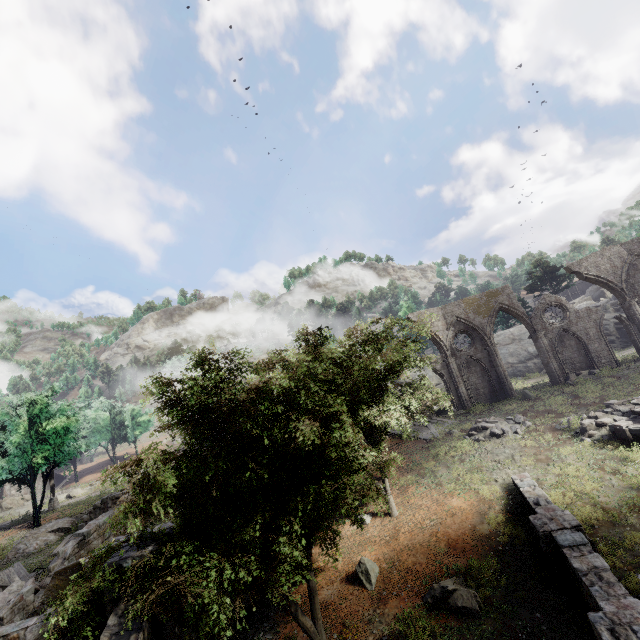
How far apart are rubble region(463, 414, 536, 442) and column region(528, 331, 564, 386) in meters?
8.8

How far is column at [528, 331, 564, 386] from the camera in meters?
27.6

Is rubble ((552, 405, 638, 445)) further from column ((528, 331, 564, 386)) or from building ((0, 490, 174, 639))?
building ((0, 490, 174, 639))

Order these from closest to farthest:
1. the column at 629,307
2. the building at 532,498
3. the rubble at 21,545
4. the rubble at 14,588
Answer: the building at 532,498, the rubble at 14,588, the rubble at 21,545, the column at 629,307

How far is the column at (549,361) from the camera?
27.6 meters

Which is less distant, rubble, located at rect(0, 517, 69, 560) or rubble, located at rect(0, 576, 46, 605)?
rubble, located at rect(0, 576, 46, 605)

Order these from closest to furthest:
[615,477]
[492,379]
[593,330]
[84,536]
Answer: [615,477], [84,536], [593,330], [492,379]

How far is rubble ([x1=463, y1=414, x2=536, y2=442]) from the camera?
20.6 meters
